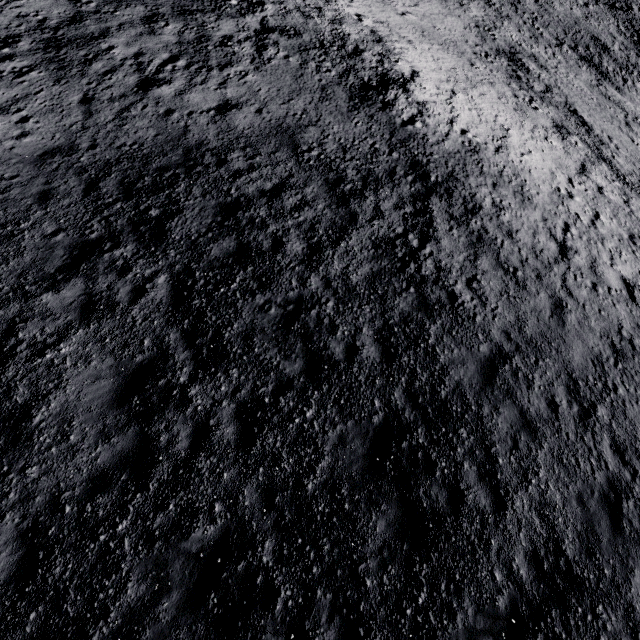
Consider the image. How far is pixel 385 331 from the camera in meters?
9.2
